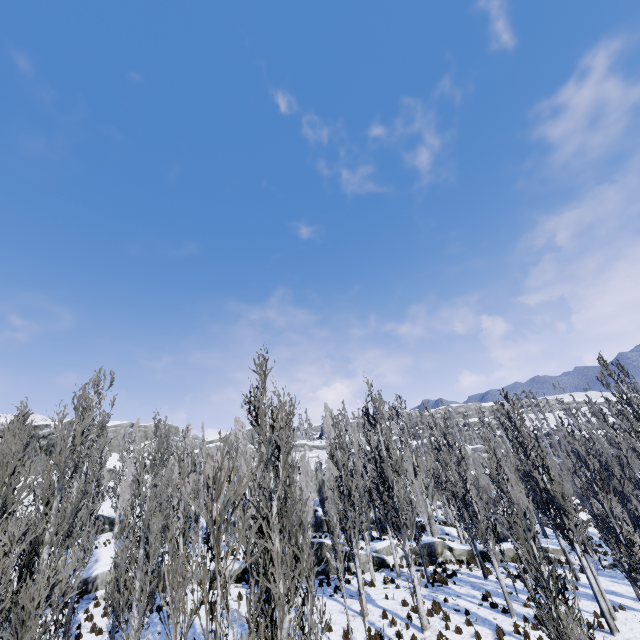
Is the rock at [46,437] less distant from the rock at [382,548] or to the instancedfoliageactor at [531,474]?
the instancedfoliageactor at [531,474]

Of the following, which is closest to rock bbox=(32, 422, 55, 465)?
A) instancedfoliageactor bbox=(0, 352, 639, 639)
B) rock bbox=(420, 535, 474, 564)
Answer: instancedfoliageactor bbox=(0, 352, 639, 639)

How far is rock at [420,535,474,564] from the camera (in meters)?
22.61

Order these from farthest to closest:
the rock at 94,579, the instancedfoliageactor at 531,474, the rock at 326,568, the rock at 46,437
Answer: the rock at 46,437, the rock at 326,568, the rock at 94,579, the instancedfoliageactor at 531,474

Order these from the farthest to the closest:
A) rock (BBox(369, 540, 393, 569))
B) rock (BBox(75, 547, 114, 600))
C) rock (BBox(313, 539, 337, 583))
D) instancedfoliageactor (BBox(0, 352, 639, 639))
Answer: rock (BBox(369, 540, 393, 569)) → rock (BBox(313, 539, 337, 583)) → rock (BBox(75, 547, 114, 600)) → instancedfoliageactor (BBox(0, 352, 639, 639))

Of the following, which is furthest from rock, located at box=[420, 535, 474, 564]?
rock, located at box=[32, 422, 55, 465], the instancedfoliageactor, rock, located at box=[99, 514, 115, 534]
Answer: rock, located at box=[32, 422, 55, 465]

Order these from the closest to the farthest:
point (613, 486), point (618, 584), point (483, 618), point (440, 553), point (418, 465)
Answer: point (483, 618), point (618, 584), point (613, 486), point (440, 553), point (418, 465)
